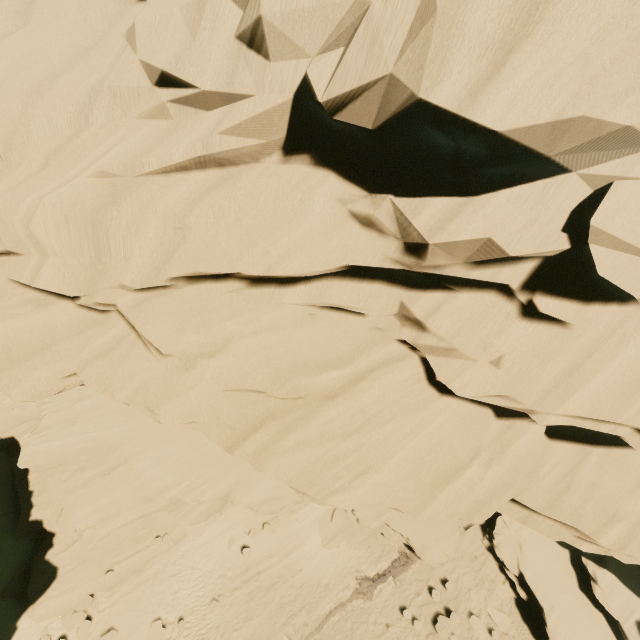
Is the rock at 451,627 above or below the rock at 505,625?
below

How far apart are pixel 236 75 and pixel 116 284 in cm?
420

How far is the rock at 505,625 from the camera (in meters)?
15.91

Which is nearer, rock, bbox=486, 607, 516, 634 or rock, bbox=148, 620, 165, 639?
rock, bbox=148, 620, 165, 639

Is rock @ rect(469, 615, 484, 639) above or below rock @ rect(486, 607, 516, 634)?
below

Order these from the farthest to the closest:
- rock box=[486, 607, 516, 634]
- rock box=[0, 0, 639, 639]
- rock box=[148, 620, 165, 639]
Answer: rock box=[486, 607, 516, 634]
rock box=[148, 620, 165, 639]
rock box=[0, 0, 639, 639]

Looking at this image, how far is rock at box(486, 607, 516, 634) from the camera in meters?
15.9
